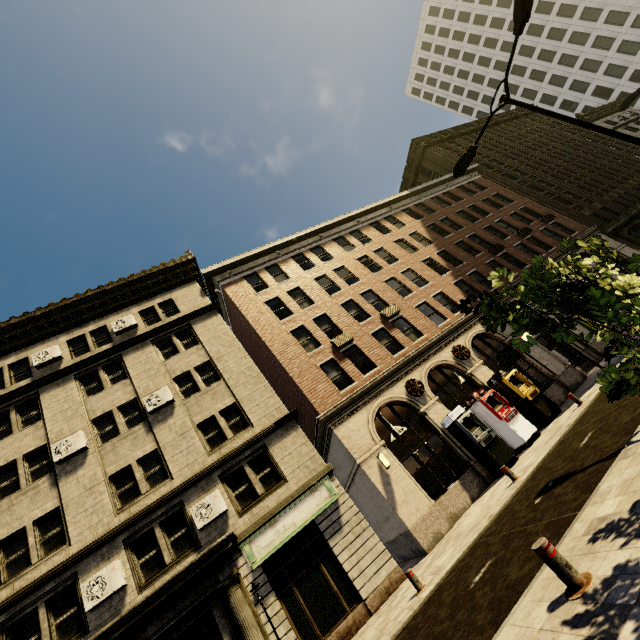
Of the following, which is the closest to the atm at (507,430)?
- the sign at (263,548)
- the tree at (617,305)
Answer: the sign at (263,548)

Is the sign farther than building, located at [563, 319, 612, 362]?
No

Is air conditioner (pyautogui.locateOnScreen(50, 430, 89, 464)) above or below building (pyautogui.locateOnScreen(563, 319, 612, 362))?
above

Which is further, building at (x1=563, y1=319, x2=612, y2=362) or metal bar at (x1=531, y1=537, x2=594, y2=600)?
building at (x1=563, y1=319, x2=612, y2=362)

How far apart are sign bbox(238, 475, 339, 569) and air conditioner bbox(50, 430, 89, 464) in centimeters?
818cm

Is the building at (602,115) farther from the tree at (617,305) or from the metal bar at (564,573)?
the tree at (617,305)

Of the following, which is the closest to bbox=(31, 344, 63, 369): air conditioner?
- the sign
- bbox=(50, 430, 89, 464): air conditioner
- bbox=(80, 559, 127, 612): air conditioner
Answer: bbox=(50, 430, 89, 464): air conditioner

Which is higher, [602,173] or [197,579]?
[602,173]
